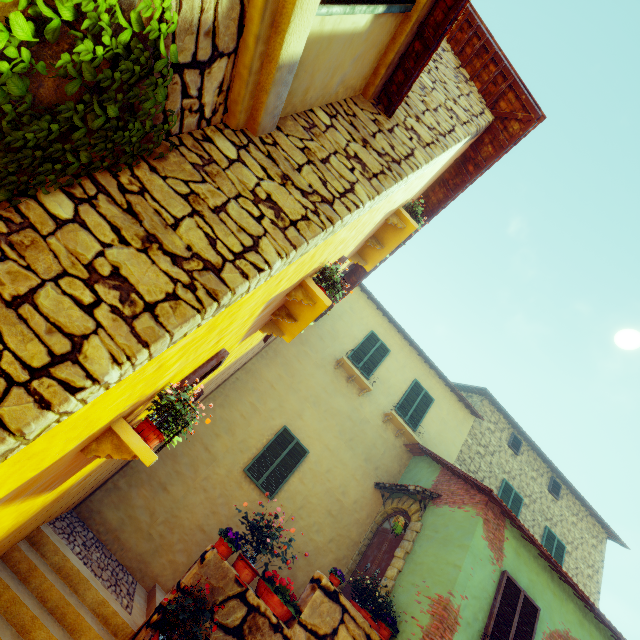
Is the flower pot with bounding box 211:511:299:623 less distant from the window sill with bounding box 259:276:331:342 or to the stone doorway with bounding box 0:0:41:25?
the window sill with bounding box 259:276:331:342

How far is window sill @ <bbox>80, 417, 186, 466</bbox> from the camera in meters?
2.7 m

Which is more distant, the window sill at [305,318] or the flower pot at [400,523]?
the flower pot at [400,523]

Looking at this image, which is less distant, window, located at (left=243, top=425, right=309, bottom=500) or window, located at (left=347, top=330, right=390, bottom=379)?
window, located at (left=243, top=425, right=309, bottom=500)

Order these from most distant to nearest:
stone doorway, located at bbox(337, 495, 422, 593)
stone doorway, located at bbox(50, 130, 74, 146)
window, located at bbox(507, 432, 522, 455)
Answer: window, located at bbox(507, 432, 522, 455), stone doorway, located at bbox(337, 495, 422, 593), stone doorway, located at bbox(50, 130, 74, 146)

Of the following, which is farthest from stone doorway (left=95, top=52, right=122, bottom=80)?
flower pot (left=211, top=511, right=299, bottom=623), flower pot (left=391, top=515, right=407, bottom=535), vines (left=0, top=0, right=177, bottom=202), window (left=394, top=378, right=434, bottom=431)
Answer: window (left=394, top=378, right=434, bottom=431)

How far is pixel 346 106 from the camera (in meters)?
3.49

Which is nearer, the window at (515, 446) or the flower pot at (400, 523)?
the flower pot at (400, 523)
